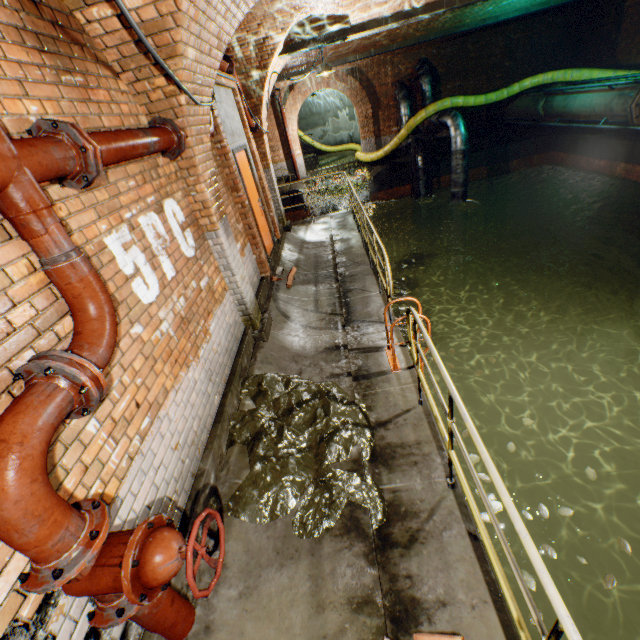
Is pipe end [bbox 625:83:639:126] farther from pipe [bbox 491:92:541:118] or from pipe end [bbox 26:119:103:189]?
pipe end [bbox 26:119:103:189]

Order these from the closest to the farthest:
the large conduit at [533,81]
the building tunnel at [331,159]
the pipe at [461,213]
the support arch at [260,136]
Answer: the support arch at [260,136] < the large conduit at [533,81] < the pipe at [461,213] < the building tunnel at [331,159]

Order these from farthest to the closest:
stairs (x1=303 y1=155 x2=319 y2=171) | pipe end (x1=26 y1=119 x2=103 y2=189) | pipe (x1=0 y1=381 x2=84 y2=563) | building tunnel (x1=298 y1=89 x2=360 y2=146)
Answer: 1. building tunnel (x1=298 y1=89 x2=360 y2=146)
2. stairs (x1=303 y1=155 x2=319 y2=171)
3. pipe end (x1=26 y1=119 x2=103 y2=189)
4. pipe (x1=0 y1=381 x2=84 y2=563)

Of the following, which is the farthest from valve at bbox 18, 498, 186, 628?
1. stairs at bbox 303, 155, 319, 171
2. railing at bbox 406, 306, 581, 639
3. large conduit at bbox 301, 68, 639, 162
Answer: stairs at bbox 303, 155, 319, 171

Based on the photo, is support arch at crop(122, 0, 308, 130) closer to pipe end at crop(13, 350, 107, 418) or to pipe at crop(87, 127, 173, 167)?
pipe at crop(87, 127, 173, 167)

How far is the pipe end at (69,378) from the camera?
1.54m

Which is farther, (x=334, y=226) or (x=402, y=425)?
(x=334, y=226)

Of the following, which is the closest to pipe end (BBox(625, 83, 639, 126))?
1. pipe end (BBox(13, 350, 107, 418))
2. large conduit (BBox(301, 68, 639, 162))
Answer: large conduit (BBox(301, 68, 639, 162))
